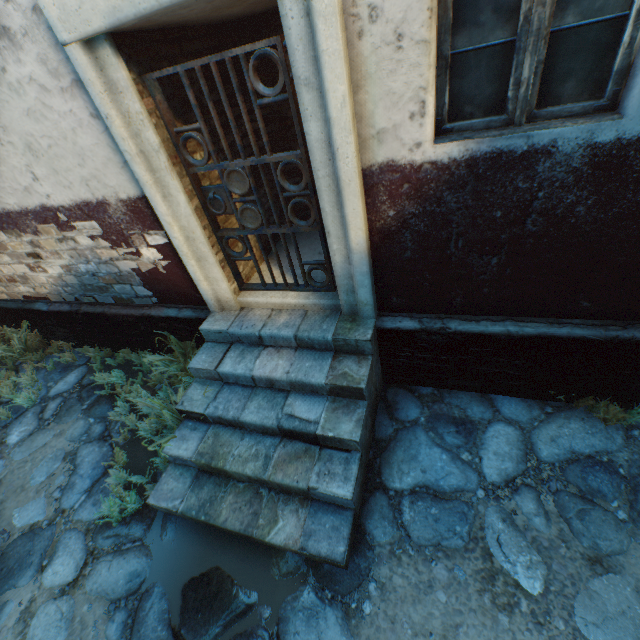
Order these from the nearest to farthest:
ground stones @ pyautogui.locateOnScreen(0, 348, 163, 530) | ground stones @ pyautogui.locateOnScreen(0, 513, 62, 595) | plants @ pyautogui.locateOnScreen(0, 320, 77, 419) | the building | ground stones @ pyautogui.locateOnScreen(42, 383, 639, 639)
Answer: the building, ground stones @ pyautogui.locateOnScreen(42, 383, 639, 639), ground stones @ pyautogui.locateOnScreen(0, 513, 62, 595), ground stones @ pyautogui.locateOnScreen(0, 348, 163, 530), plants @ pyautogui.locateOnScreen(0, 320, 77, 419)

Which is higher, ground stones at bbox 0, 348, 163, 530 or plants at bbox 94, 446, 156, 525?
plants at bbox 94, 446, 156, 525

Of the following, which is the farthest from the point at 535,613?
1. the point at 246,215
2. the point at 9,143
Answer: the point at 9,143

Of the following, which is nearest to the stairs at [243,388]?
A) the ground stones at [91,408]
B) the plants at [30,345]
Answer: the ground stones at [91,408]

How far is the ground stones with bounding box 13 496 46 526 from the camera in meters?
3.4 m

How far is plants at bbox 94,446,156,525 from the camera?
3.2m

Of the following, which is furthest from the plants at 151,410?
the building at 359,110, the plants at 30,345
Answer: the plants at 30,345

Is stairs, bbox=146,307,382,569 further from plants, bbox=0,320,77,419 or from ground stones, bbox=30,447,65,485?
plants, bbox=0,320,77,419
